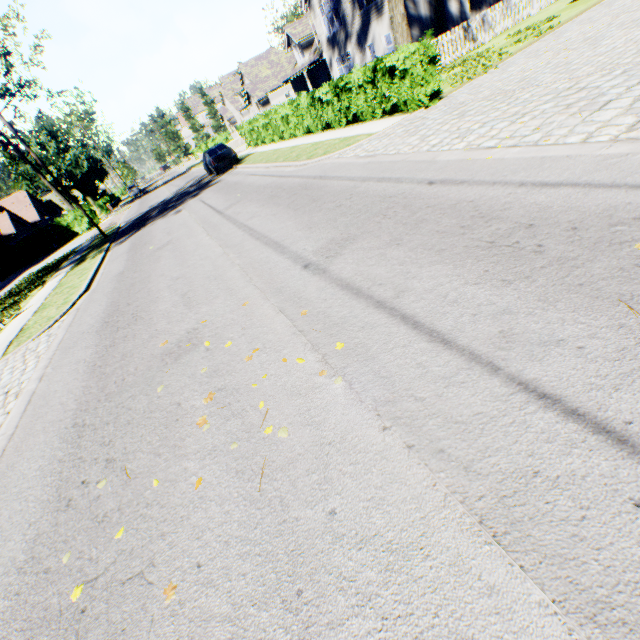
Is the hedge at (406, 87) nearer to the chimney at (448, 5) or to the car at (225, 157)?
the car at (225, 157)

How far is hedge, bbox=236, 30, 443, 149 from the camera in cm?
983

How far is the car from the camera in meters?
21.0 m

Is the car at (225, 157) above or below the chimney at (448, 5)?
below

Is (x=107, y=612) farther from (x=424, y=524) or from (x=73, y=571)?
Answer: (x=424, y=524)

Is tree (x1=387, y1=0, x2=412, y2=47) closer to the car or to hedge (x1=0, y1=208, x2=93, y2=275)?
hedge (x1=0, y1=208, x2=93, y2=275)

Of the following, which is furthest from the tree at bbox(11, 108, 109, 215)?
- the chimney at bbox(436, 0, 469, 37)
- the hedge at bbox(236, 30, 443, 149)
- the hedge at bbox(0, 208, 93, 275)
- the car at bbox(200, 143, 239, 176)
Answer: the car at bbox(200, 143, 239, 176)

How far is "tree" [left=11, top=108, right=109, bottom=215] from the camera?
46.7 meters
